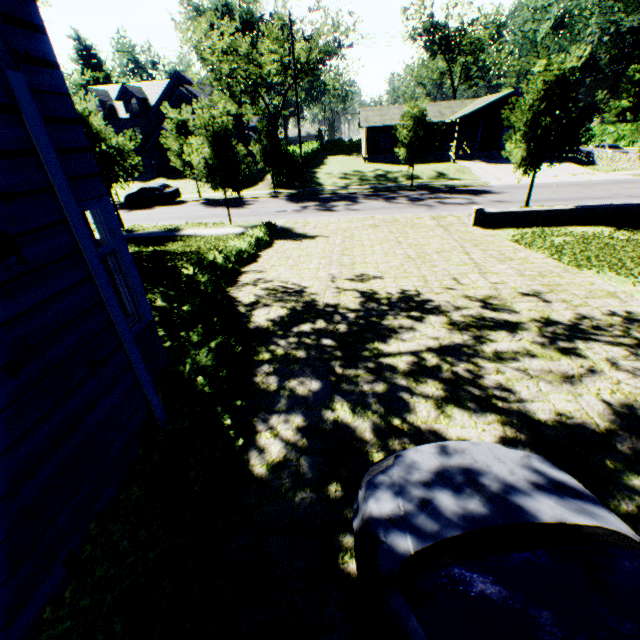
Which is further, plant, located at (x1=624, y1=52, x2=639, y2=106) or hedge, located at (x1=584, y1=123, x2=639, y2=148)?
plant, located at (x1=624, y1=52, x2=639, y2=106)

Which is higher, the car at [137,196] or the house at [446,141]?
the house at [446,141]

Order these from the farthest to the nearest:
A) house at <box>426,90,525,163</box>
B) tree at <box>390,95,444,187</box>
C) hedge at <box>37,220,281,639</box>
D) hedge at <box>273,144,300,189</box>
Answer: house at <box>426,90,525,163</box>, hedge at <box>273,144,300,189</box>, tree at <box>390,95,444,187</box>, hedge at <box>37,220,281,639</box>

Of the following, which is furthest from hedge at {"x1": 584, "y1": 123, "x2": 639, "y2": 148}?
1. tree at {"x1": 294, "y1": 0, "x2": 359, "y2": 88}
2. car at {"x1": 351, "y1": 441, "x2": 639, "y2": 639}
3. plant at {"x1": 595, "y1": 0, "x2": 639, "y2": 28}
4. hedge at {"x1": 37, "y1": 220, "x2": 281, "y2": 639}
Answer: car at {"x1": 351, "y1": 441, "x2": 639, "y2": 639}

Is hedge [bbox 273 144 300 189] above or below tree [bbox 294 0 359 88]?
below

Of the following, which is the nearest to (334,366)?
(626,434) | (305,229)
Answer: (626,434)

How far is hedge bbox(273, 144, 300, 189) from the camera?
30.9m

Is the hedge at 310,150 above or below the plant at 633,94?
below
